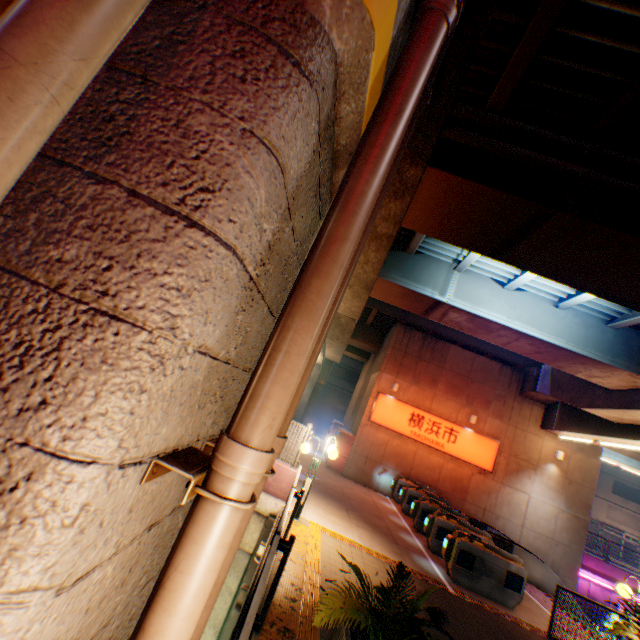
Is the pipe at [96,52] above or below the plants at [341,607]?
above

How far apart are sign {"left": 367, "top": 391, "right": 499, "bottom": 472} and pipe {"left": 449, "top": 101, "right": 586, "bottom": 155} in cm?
1358

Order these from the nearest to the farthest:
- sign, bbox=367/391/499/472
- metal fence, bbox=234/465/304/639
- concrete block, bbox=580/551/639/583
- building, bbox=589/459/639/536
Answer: metal fence, bbox=234/465/304/639
sign, bbox=367/391/499/472
concrete block, bbox=580/551/639/583
building, bbox=589/459/639/536

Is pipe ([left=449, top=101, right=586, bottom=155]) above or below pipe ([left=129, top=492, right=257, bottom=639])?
above

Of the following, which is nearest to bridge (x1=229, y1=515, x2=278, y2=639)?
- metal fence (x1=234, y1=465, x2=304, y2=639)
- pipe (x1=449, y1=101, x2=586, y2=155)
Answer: metal fence (x1=234, y1=465, x2=304, y2=639)

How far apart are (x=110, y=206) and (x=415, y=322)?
18.7 meters

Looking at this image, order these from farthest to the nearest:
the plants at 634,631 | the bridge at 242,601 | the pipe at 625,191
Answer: the plants at 634,631, the pipe at 625,191, the bridge at 242,601

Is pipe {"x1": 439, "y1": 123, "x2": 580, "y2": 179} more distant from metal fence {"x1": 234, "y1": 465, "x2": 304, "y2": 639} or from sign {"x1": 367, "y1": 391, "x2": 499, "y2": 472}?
sign {"x1": 367, "y1": 391, "x2": 499, "y2": 472}
